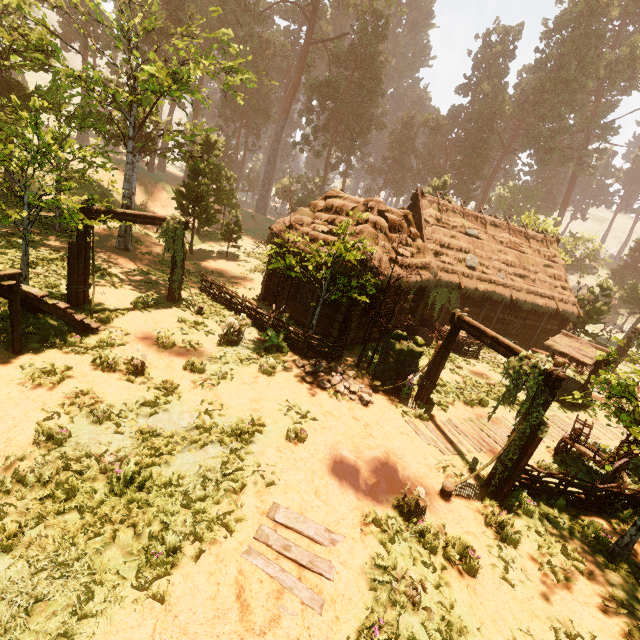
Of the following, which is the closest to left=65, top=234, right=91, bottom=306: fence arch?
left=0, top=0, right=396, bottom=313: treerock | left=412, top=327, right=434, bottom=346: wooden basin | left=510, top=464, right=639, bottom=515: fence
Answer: left=0, top=0, right=396, bottom=313: treerock

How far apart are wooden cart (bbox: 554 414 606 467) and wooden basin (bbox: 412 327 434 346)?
7.3 meters

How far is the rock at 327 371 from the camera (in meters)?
10.46

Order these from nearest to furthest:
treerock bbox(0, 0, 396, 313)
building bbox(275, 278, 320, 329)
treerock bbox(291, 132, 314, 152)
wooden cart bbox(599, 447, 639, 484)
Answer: wooden cart bbox(599, 447, 639, 484) < treerock bbox(0, 0, 396, 313) < building bbox(275, 278, 320, 329) < treerock bbox(291, 132, 314, 152)

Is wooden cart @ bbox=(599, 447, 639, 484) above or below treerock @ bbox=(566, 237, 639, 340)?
below

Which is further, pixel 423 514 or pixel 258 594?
pixel 423 514

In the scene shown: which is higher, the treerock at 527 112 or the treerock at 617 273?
the treerock at 527 112

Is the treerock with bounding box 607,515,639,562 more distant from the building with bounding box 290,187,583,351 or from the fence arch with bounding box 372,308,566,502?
the fence arch with bounding box 372,308,566,502
